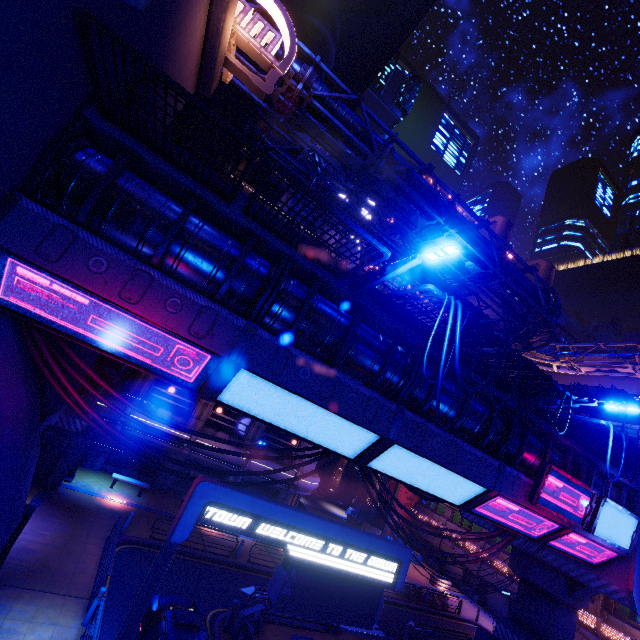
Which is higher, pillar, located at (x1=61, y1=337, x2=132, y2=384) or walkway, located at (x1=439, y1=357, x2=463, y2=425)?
walkway, located at (x1=439, y1=357, x2=463, y2=425)

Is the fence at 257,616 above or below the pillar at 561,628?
below

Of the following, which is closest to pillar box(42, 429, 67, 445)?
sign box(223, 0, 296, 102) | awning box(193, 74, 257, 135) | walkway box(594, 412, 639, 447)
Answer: awning box(193, 74, 257, 135)

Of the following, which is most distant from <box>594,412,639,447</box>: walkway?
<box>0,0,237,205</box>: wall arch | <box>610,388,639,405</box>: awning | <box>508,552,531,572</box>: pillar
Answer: <box>0,0,237,205</box>: wall arch

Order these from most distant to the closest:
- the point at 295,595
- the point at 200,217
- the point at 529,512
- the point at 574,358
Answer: the point at 574,358 < the point at 529,512 < the point at 200,217 < the point at 295,595

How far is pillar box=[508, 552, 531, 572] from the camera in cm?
1808

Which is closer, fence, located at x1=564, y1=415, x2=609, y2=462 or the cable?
the cable

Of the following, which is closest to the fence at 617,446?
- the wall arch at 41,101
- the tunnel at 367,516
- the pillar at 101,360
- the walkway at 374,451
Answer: the walkway at 374,451
